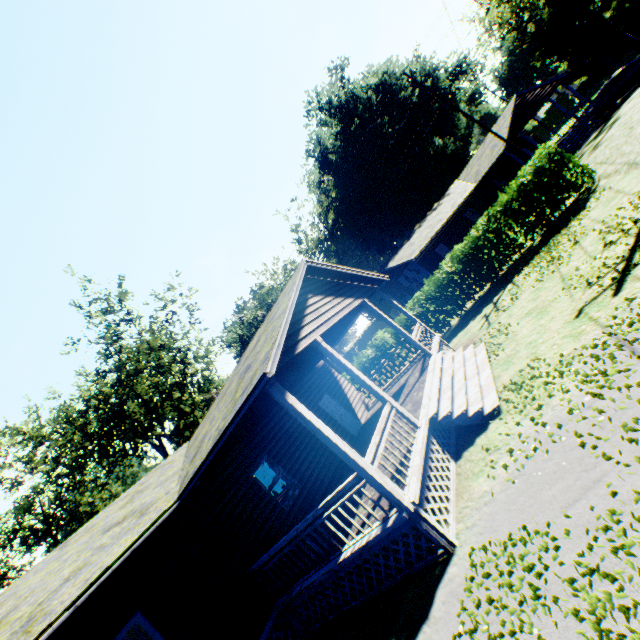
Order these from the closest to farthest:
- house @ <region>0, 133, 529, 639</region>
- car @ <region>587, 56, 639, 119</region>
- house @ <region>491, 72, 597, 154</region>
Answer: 1. house @ <region>0, 133, 529, 639</region>
2. car @ <region>587, 56, 639, 119</region>
3. house @ <region>491, 72, 597, 154</region>

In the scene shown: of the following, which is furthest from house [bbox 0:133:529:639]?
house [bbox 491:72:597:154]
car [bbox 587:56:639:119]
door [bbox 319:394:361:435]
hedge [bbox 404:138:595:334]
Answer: car [bbox 587:56:639:119]

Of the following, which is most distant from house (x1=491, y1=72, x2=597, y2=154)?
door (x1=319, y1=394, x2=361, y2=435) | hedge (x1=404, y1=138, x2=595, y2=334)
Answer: door (x1=319, y1=394, x2=361, y2=435)

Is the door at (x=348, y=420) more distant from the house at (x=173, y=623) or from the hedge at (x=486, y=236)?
the hedge at (x=486, y=236)

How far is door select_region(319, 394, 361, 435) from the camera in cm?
1441

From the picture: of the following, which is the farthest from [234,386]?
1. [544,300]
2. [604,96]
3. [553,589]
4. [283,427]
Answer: [604,96]

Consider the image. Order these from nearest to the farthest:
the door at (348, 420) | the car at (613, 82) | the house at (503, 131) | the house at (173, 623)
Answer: the house at (173, 623), the door at (348, 420), the car at (613, 82), the house at (503, 131)

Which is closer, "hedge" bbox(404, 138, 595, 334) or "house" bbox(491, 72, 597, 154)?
"hedge" bbox(404, 138, 595, 334)
